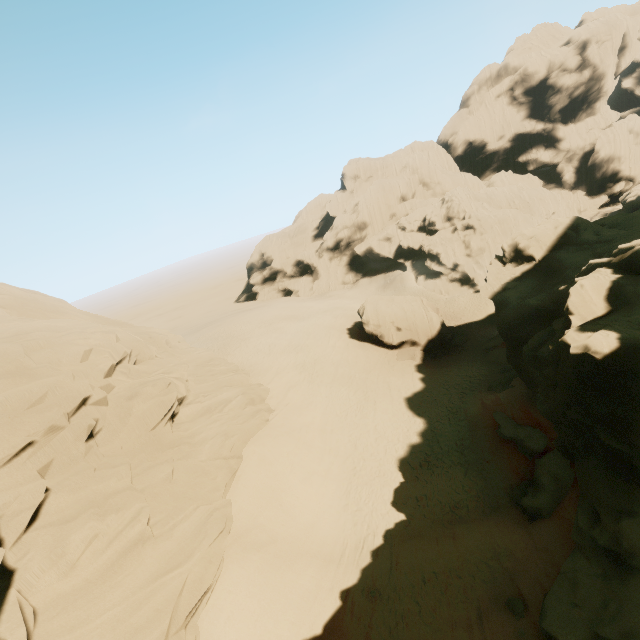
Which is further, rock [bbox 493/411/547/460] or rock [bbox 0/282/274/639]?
rock [bbox 493/411/547/460]

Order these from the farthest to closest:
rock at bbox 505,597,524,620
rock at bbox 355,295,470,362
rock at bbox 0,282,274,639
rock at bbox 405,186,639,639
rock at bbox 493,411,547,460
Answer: rock at bbox 355,295,470,362
rock at bbox 493,411,547,460
rock at bbox 505,597,524,620
rock at bbox 405,186,639,639
rock at bbox 0,282,274,639

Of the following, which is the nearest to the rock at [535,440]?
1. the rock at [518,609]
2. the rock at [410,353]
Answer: the rock at [518,609]

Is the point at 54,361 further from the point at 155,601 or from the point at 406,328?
the point at 406,328

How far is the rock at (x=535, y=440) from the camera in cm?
1778

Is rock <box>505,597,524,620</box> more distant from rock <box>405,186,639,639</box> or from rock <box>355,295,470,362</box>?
rock <box>355,295,470,362</box>

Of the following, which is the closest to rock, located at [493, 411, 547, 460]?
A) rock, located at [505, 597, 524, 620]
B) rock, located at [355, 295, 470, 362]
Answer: rock, located at [505, 597, 524, 620]

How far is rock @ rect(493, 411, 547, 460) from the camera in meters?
17.8 m
